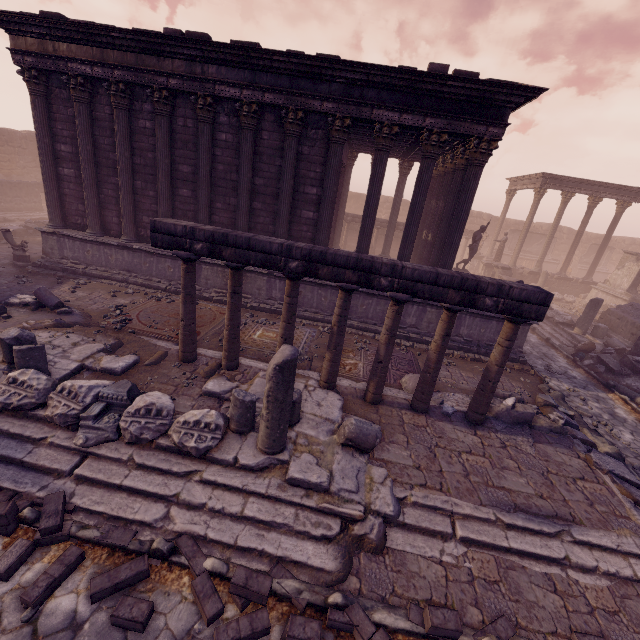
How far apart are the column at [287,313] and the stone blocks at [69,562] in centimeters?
415cm

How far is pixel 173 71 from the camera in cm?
960

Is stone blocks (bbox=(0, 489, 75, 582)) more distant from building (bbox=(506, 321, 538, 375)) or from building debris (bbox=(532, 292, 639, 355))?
building debris (bbox=(532, 292, 639, 355))

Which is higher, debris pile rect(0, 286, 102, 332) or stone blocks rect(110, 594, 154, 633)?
debris pile rect(0, 286, 102, 332)

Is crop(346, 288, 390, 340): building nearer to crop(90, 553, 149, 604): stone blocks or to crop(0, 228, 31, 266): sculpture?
crop(0, 228, 31, 266): sculpture

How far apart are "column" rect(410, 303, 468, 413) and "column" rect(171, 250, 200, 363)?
4.9 meters

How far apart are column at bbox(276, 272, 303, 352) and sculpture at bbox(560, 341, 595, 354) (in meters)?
12.11

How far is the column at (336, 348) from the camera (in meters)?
6.31
